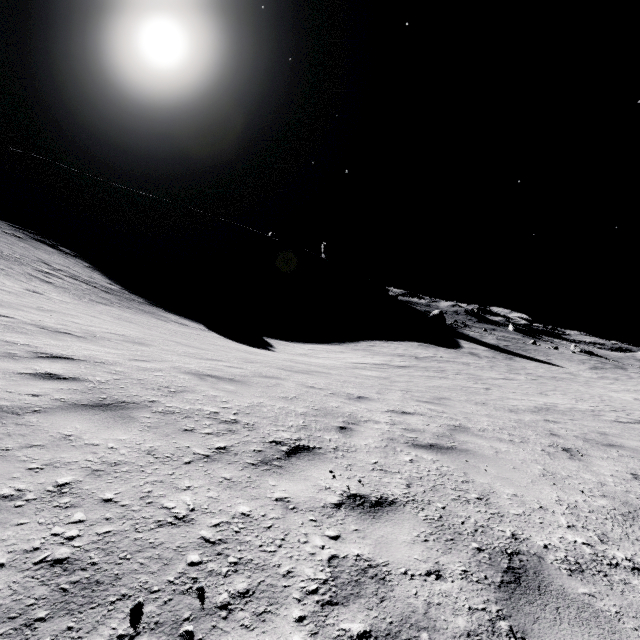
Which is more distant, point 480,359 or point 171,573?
point 480,359
